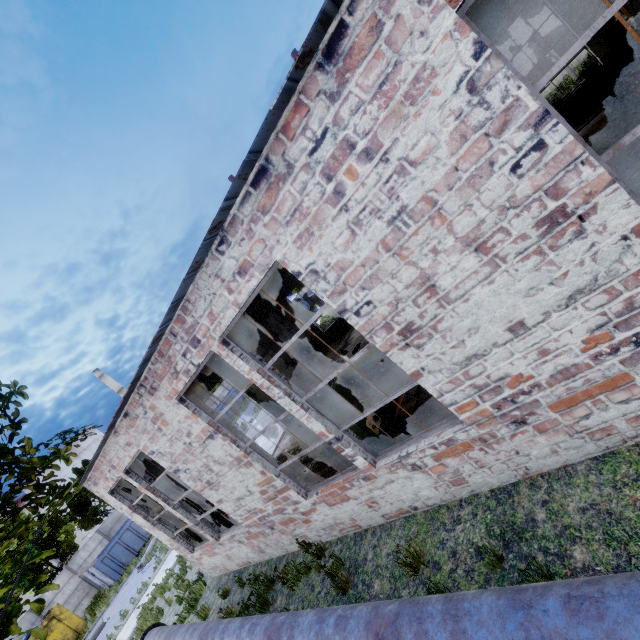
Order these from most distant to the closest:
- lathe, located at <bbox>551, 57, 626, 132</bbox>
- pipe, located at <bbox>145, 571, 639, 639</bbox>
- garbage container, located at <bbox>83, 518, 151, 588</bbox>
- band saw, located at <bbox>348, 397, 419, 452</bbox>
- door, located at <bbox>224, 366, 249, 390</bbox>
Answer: garbage container, located at <bbox>83, 518, 151, 588</bbox> → door, located at <bbox>224, 366, 249, 390</bbox> → lathe, located at <bbox>551, 57, 626, 132</bbox> → band saw, located at <bbox>348, 397, 419, 452</bbox> → pipe, located at <bbox>145, 571, 639, 639</bbox>

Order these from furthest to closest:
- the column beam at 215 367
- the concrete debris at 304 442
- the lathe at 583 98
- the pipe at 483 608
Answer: the concrete debris at 304 442, the lathe at 583 98, the column beam at 215 367, the pipe at 483 608

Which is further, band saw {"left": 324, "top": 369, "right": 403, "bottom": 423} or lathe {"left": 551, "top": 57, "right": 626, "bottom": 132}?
lathe {"left": 551, "top": 57, "right": 626, "bottom": 132}

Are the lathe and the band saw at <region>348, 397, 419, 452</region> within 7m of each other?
no

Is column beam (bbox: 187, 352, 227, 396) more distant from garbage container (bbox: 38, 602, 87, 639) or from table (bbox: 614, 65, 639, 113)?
garbage container (bbox: 38, 602, 87, 639)

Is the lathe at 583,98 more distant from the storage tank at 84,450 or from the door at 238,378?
the storage tank at 84,450

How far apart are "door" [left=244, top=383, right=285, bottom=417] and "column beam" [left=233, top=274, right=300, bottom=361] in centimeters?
592cm

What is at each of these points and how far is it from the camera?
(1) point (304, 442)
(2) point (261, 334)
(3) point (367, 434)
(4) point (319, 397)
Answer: (1) concrete debris, 11.8 meters
(2) column beam, 8.8 meters
(3) band saw, 5.6 meters
(4) column beam, 9.0 meters
